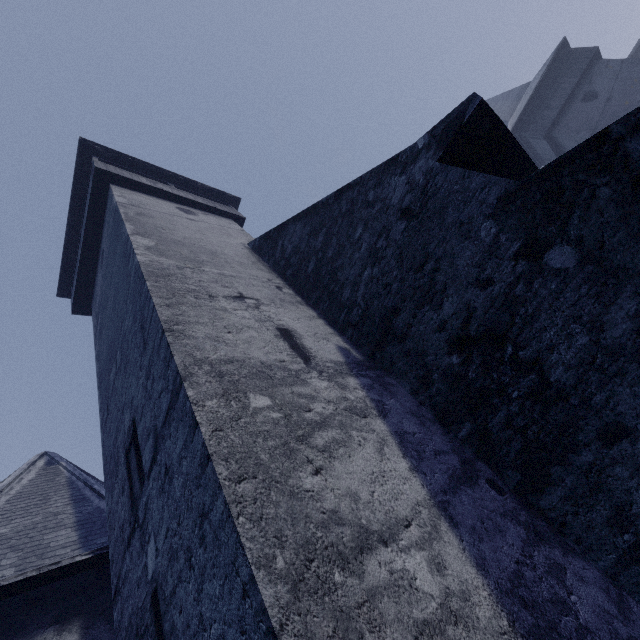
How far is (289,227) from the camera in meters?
6.0 m
